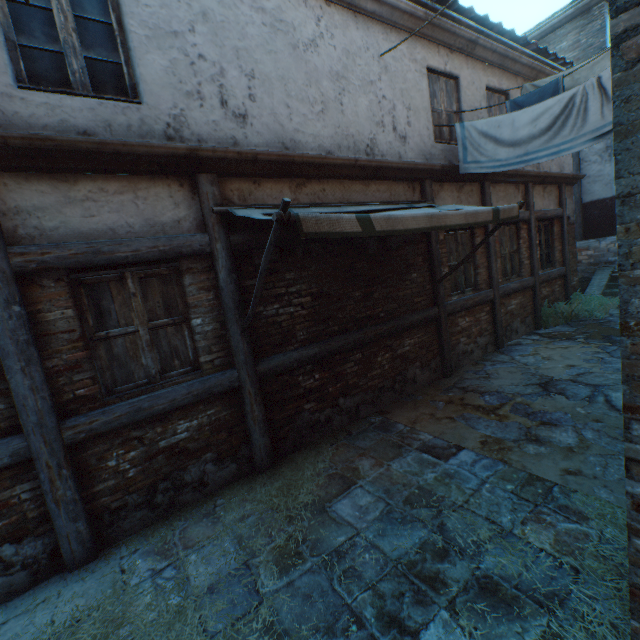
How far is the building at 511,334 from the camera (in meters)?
7.66

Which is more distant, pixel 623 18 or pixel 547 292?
pixel 547 292

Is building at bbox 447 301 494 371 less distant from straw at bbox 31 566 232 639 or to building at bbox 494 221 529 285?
building at bbox 494 221 529 285

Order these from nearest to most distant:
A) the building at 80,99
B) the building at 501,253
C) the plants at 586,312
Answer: the building at 80,99 < the building at 501,253 < the plants at 586,312

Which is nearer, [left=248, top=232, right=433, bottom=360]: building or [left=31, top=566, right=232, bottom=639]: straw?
[left=31, top=566, right=232, bottom=639]: straw

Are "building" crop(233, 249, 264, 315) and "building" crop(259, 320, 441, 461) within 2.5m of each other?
yes

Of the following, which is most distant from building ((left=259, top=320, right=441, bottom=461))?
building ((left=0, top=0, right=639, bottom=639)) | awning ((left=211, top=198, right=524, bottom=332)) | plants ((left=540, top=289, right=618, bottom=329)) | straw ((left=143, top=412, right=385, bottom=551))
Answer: plants ((left=540, top=289, right=618, bottom=329))

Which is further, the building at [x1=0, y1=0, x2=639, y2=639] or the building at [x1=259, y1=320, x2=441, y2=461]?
the building at [x1=259, y1=320, x2=441, y2=461]
